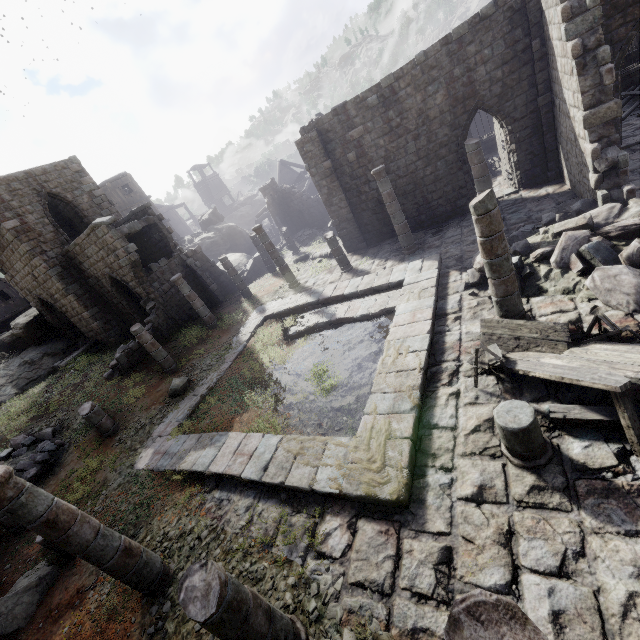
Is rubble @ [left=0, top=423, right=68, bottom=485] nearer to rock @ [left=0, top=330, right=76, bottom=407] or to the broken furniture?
rock @ [left=0, top=330, right=76, bottom=407]

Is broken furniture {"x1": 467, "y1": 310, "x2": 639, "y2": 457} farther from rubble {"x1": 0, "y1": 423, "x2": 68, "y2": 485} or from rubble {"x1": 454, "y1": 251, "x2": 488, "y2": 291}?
rubble {"x1": 0, "y1": 423, "x2": 68, "y2": 485}

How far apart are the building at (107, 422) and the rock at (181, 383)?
2.07m

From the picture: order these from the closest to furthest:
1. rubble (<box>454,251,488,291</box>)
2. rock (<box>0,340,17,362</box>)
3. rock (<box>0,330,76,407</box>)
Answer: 1. rubble (<box>454,251,488,291</box>)
2. rock (<box>0,330,76,407</box>)
3. rock (<box>0,340,17,362</box>)

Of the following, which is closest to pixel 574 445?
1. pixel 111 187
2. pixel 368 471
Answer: pixel 368 471

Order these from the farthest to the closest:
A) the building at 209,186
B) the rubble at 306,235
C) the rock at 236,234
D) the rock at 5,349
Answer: the building at 209,186
the rock at 236,234
the rubble at 306,235
the rock at 5,349

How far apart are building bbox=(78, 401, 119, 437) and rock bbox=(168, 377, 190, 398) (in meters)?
2.07

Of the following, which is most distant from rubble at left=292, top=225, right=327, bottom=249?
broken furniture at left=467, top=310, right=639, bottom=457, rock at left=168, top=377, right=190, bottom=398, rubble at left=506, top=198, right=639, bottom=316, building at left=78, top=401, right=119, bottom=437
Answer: broken furniture at left=467, top=310, right=639, bottom=457
